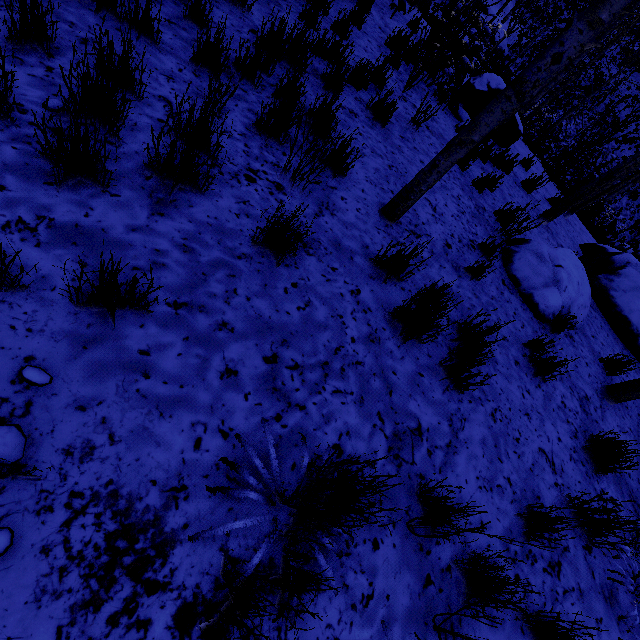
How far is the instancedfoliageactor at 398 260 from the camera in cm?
256

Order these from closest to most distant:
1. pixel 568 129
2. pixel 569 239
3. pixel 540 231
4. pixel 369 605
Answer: pixel 369 605 → pixel 540 231 → pixel 569 239 → pixel 568 129

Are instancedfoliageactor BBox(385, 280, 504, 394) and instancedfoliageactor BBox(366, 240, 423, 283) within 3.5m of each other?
yes

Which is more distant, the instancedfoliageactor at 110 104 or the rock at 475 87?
the rock at 475 87

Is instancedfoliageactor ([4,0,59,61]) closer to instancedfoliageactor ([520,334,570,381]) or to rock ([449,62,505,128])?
rock ([449,62,505,128])

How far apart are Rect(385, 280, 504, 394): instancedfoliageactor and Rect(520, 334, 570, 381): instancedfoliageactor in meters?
1.5

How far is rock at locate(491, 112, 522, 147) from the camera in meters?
7.4

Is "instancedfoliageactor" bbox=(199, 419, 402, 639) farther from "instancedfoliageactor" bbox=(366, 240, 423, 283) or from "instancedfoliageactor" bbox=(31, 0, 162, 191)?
"instancedfoliageactor" bbox=(31, 0, 162, 191)
